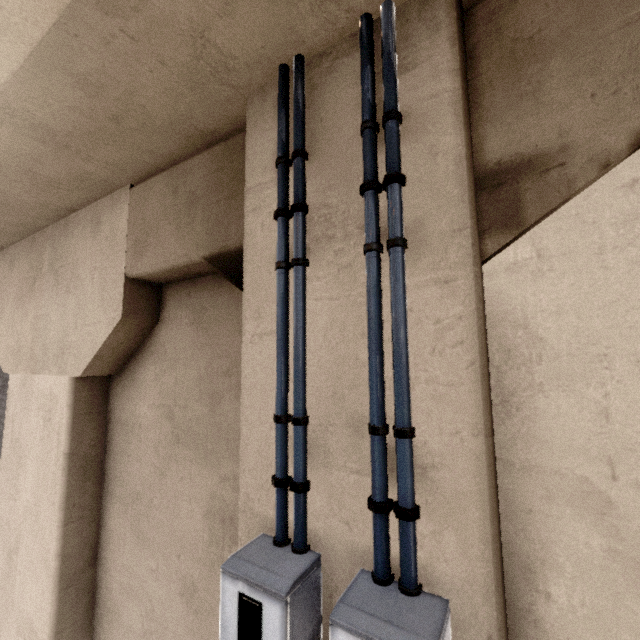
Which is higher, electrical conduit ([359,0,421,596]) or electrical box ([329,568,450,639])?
electrical conduit ([359,0,421,596])

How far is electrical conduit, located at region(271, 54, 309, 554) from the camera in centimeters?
166cm

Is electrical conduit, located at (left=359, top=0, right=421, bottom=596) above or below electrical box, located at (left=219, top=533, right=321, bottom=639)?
above

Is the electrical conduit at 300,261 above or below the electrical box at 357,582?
above

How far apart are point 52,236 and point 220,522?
4.2 meters

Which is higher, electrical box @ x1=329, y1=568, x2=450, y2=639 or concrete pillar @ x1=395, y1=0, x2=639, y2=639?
concrete pillar @ x1=395, y1=0, x2=639, y2=639

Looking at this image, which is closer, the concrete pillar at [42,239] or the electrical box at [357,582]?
the electrical box at [357,582]

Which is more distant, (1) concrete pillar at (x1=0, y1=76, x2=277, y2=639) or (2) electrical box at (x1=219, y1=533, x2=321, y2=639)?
(1) concrete pillar at (x1=0, y1=76, x2=277, y2=639)
